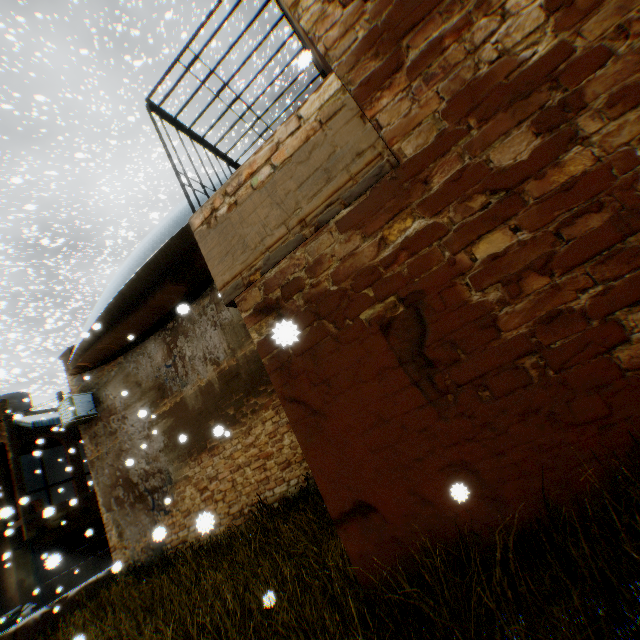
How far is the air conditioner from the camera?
10.34m

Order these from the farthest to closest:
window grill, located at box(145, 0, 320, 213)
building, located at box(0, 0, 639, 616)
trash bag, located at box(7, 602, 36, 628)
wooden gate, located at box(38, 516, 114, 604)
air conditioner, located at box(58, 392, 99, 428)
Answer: wooden gate, located at box(38, 516, 114, 604)
trash bag, located at box(7, 602, 36, 628)
air conditioner, located at box(58, 392, 99, 428)
window grill, located at box(145, 0, 320, 213)
building, located at box(0, 0, 639, 616)

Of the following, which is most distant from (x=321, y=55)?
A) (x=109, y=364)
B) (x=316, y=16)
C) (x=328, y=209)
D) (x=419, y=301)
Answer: (x=109, y=364)

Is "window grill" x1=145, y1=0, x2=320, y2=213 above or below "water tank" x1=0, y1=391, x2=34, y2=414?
below

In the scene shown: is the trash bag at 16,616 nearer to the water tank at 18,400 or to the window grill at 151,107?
the water tank at 18,400

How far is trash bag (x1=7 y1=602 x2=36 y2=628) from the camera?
13.0 meters

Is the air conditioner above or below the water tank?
below

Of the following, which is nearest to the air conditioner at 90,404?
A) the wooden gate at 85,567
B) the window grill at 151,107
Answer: the wooden gate at 85,567
